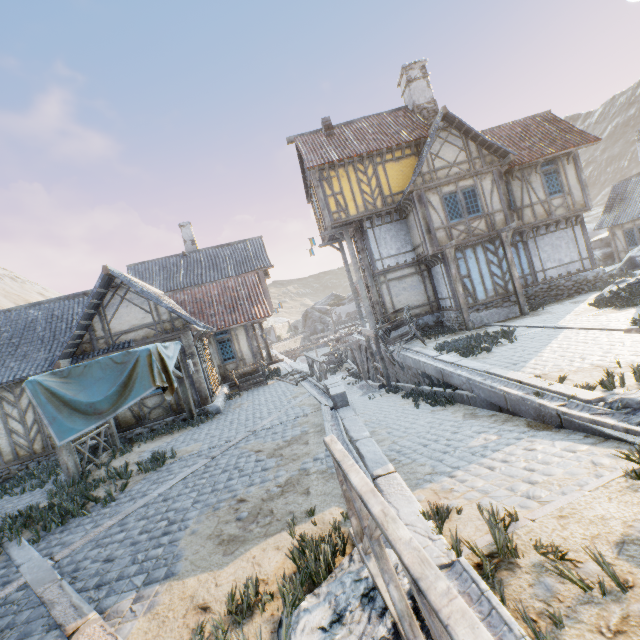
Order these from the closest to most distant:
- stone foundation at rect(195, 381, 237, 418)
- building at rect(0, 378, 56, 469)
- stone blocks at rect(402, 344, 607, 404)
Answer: stone blocks at rect(402, 344, 607, 404) < building at rect(0, 378, 56, 469) < stone foundation at rect(195, 381, 237, 418)

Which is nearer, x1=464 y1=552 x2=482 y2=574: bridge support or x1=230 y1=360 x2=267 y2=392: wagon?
x1=464 y1=552 x2=482 y2=574: bridge support

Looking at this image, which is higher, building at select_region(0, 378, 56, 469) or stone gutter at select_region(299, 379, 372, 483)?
building at select_region(0, 378, 56, 469)

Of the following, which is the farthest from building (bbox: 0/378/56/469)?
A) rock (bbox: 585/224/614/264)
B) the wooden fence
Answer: the wooden fence

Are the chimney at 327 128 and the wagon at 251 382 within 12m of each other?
no

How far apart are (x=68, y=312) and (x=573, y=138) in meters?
24.8 m

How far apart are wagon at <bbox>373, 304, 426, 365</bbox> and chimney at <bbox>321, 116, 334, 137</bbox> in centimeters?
1046cm

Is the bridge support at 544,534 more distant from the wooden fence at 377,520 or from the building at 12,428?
the building at 12,428
